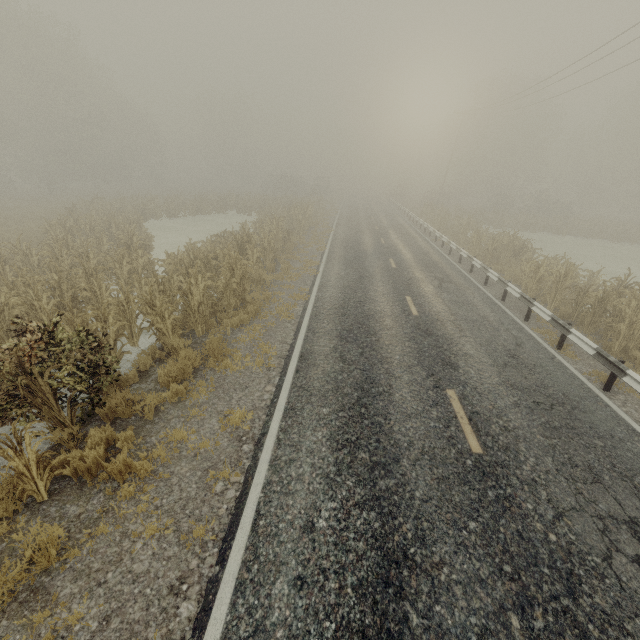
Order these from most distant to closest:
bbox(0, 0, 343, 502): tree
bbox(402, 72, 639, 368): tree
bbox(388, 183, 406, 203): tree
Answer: bbox(388, 183, 406, 203): tree
bbox(402, 72, 639, 368): tree
bbox(0, 0, 343, 502): tree

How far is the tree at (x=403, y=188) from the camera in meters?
52.8

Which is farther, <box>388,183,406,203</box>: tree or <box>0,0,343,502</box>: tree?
<box>388,183,406,203</box>: tree

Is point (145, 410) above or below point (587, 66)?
below

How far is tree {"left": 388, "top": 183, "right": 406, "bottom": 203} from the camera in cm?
5278

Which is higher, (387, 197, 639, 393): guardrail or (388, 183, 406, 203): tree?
(388, 183, 406, 203): tree

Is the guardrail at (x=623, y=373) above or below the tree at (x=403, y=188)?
below
